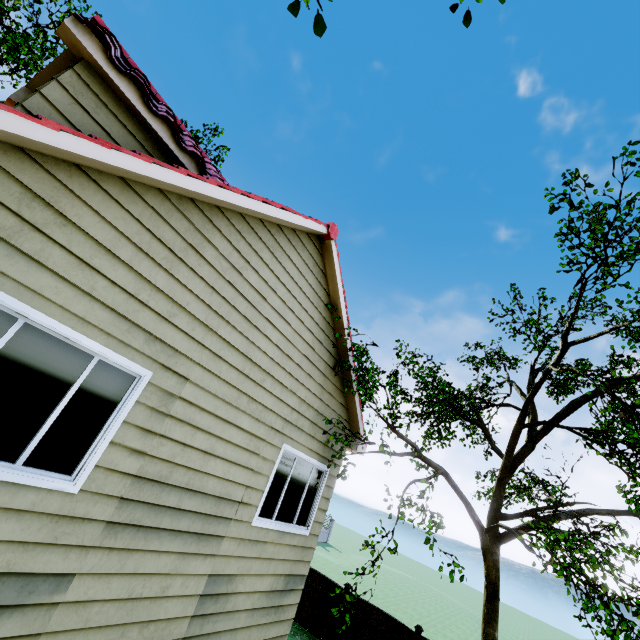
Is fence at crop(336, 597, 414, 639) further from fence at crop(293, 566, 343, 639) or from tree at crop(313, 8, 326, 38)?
tree at crop(313, 8, 326, 38)

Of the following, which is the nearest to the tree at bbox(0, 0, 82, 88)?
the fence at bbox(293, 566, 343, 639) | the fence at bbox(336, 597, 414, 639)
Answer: the fence at bbox(336, 597, 414, 639)

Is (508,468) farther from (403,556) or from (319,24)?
(403,556)

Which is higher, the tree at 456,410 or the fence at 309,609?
the tree at 456,410

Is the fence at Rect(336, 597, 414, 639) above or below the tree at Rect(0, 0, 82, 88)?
below

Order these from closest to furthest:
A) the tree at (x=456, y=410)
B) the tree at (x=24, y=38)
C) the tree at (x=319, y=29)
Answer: the tree at (x=319, y=29) < the tree at (x=456, y=410) < the tree at (x=24, y=38)
